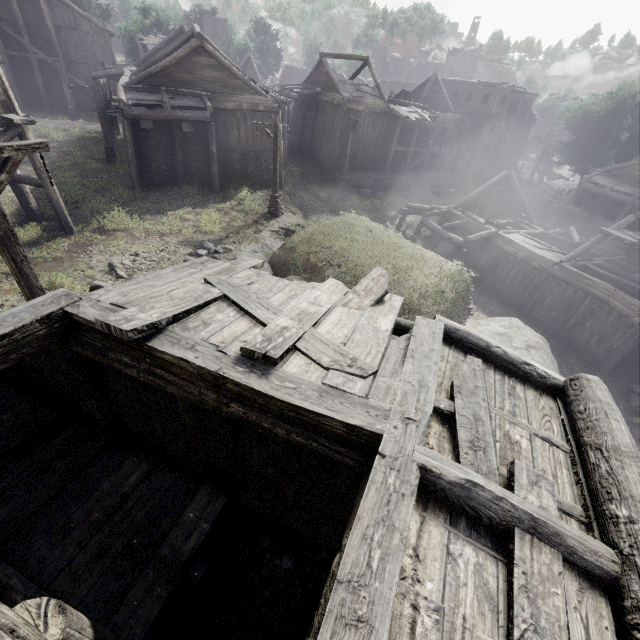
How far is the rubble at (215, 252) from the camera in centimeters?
1434cm

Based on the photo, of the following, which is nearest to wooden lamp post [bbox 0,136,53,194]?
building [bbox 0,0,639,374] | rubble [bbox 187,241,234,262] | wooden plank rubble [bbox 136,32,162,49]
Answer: rubble [bbox 187,241,234,262]

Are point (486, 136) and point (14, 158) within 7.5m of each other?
no

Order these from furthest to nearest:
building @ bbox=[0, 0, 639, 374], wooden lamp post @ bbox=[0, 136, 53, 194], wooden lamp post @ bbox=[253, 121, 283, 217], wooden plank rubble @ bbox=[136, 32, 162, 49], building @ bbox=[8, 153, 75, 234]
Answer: wooden plank rubble @ bbox=[136, 32, 162, 49], building @ bbox=[0, 0, 639, 374], wooden lamp post @ bbox=[253, 121, 283, 217], building @ bbox=[8, 153, 75, 234], wooden lamp post @ bbox=[0, 136, 53, 194]

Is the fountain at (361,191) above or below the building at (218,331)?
below

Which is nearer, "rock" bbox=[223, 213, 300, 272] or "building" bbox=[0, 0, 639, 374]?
"rock" bbox=[223, 213, 300, 272]

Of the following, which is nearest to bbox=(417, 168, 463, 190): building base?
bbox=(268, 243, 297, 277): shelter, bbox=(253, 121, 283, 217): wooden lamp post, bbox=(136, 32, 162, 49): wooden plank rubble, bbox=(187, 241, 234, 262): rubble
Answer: bbox=(268, 243, 297, 277): shelter

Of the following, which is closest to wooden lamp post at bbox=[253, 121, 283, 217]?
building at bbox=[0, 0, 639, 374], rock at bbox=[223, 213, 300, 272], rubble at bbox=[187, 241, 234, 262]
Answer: rock at bbox=[223, 213, 300, 272]
